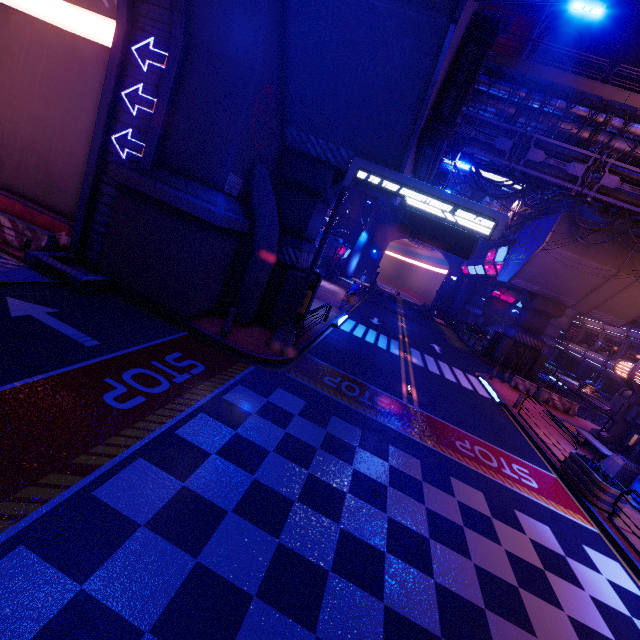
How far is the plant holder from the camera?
10.2 meters

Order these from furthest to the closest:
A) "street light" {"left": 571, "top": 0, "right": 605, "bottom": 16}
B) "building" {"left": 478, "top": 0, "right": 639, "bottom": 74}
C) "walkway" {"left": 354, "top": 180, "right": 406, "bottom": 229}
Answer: "building" {"left": 478, "top": 0, "right": 639, "bottom": 74}, "walkway" {"left": 354, "top": 180, "right": 406, "bottom": 229}, "street light" {"left": 571, "top": 0, "right": 605, "bottom": 16}

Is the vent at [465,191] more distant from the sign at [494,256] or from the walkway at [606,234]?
the sign at [494,256]

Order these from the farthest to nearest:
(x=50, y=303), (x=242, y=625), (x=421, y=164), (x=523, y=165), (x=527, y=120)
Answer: (x=523, y=165) → (x=527, y=120) → (x=421, y=164) → (x=50, y=303) → (x=242, y=625)

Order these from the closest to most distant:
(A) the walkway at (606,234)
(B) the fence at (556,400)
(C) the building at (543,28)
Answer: (B) the fence at (556,400), (A) the walkway at (606,234), (C) the building at (543,28)

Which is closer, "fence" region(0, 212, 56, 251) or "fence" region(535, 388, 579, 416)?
"fence" region(0, 212, 56, 251)

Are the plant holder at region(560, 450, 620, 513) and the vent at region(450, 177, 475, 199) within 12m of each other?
no

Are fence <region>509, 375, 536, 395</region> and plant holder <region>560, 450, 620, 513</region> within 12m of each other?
yes
